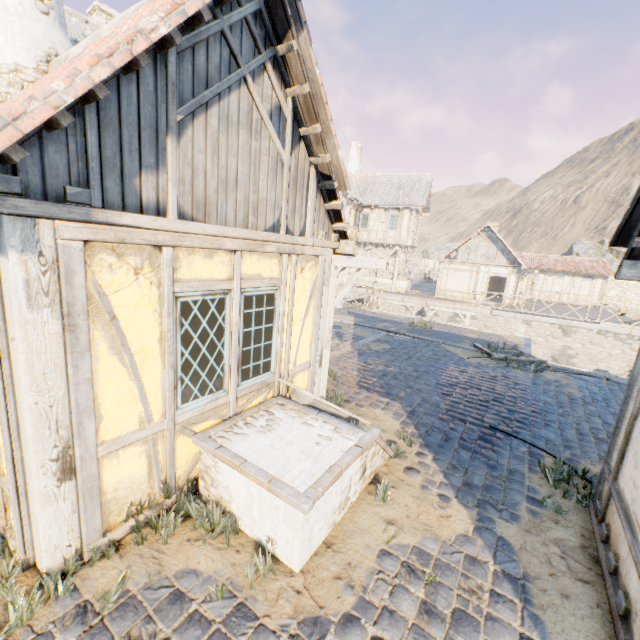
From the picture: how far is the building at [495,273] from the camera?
24.47m

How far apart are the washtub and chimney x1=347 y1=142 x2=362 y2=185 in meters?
26.4

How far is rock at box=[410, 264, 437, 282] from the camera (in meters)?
42.78

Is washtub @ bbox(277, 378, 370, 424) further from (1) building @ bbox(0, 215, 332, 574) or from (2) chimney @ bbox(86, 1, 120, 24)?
(2) chimney @ bbox(86, 1, 120, 24)

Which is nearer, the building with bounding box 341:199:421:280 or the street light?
the street light

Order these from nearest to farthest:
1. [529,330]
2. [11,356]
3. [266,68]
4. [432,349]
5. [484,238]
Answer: [11,356] < [266,68] < [432,349] < [529,330] < [484,238]

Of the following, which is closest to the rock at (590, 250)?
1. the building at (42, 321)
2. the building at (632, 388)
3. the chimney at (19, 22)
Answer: the chimney at (19, 22)

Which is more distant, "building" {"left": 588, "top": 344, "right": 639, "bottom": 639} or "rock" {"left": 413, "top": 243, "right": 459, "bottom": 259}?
"rock" {"left": 413, "top": 243, "right": 459, "bottom": 259}
